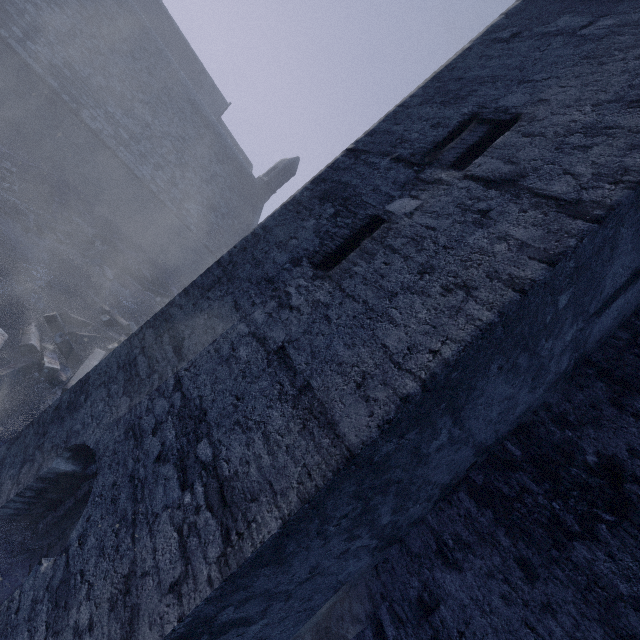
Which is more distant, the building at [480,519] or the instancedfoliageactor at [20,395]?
the instancedfoliageactor at [20,395]

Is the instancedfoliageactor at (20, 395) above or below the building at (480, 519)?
below

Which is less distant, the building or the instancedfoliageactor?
the building

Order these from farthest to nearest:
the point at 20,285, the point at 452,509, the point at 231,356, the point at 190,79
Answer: the point at 190,79 < the point at 20,285 < the point at 452,509 < the point at 231,356

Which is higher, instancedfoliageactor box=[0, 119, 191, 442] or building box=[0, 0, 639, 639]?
building box=[0, 0, 639, 639]
